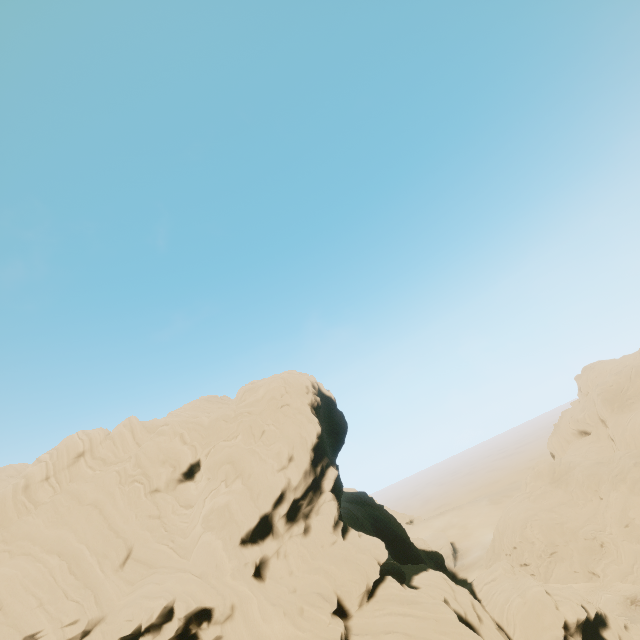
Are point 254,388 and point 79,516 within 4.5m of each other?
no
